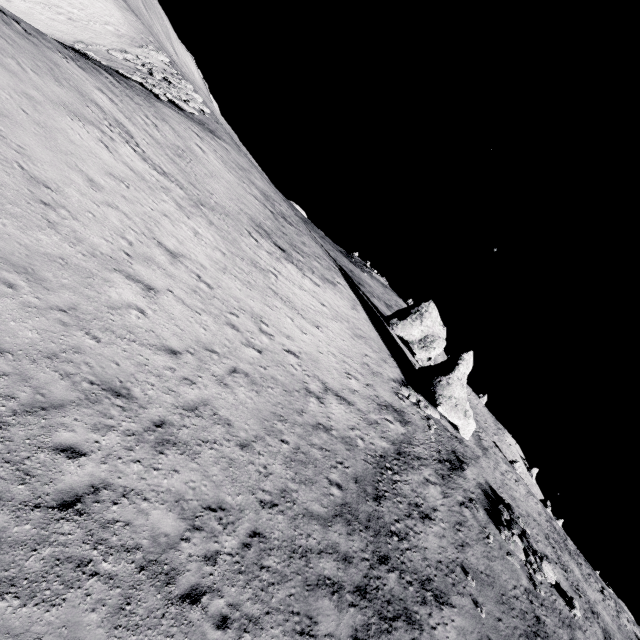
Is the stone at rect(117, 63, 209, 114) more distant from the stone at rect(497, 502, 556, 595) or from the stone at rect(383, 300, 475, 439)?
the stone at rect(497, 502, 556, 595)

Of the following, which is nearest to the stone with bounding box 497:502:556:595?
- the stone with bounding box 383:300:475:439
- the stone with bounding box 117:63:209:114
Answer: the stone with bounding box 383:300:475:439

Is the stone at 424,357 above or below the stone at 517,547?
above

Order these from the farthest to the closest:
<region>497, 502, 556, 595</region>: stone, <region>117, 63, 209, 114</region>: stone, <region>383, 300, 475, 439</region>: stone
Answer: <region>383, 300, 475, 439</region>: stone → <region>117, 63, 209, 114</region>: stone → <region>497, 502, 556, 595</region>: stone

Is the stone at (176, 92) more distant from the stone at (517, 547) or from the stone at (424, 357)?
the stone at (517, 547)

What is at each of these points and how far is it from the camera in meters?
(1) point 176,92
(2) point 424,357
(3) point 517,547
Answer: (1) stone, 35.9
(2) stone, 40.2
(3) stone, 19.9
